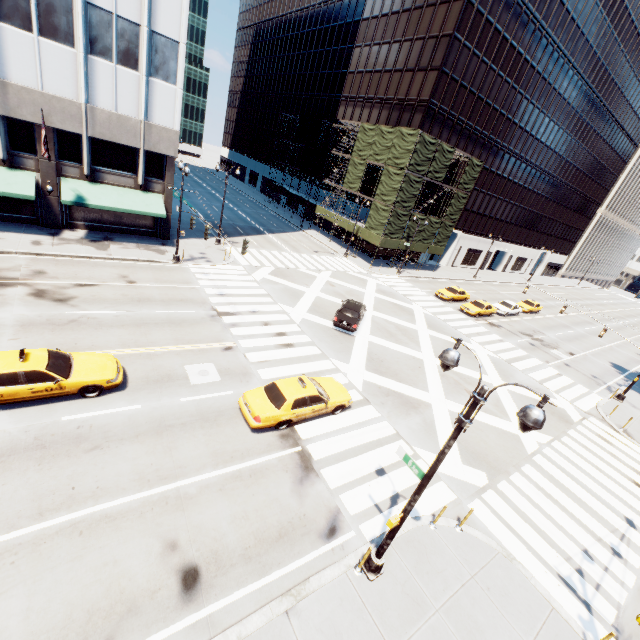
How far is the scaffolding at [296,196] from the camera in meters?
52.5 m

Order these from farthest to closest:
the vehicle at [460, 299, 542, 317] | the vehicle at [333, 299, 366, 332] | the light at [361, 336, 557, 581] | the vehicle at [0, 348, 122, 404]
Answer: the vehicle at [460, 299, 542, 317]
the vehicle at [333, 299, 366, 332]
the vehicle at [0, 348, 122, 404]
the light at [361, 336, 557, 581]

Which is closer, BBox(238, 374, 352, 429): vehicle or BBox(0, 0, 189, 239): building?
BBox(238, 374, 352, 429): vehicle

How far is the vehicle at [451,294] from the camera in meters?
36.7

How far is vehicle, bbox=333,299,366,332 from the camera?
22.4m

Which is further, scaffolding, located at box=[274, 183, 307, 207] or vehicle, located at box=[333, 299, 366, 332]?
scaffolding, located at box=[274, 183, 307, 207]

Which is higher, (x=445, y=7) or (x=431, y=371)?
(x=445, y=7)

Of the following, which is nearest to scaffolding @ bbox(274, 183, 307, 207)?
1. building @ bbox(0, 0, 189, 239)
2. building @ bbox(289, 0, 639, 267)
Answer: building @ bbox(289, 0, 639, 267)
